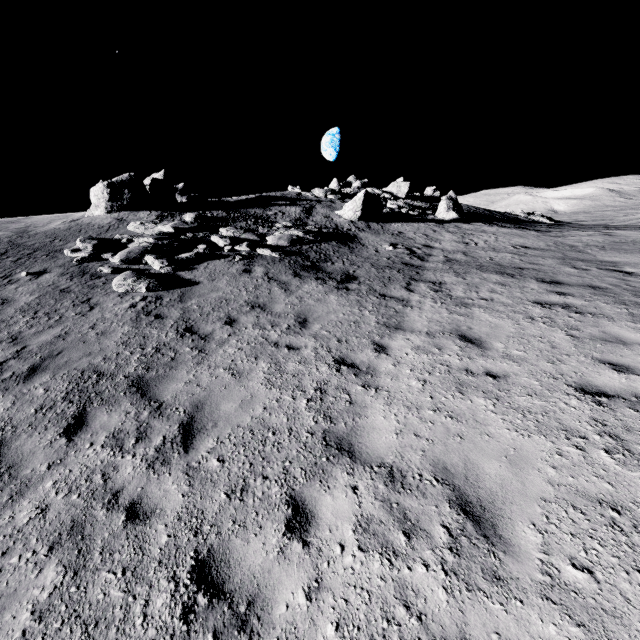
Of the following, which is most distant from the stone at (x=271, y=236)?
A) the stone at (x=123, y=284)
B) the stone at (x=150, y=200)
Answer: the stone at (x=150, y=200)

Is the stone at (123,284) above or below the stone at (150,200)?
below

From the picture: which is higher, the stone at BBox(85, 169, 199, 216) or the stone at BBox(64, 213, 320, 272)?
the stone at BBox(85, 169, 199, 216)

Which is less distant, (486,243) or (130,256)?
(130,256)

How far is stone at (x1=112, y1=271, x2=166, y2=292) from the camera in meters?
10.3

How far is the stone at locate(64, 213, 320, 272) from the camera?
12.7 meters

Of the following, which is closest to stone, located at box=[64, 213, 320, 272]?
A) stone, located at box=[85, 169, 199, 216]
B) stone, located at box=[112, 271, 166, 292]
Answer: stone, located at box=[112, 271, 166, 292]

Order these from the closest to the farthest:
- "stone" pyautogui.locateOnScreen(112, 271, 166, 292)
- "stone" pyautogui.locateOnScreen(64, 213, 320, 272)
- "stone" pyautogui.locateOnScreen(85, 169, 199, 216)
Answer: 1. "stone" pyautogui.locateOnScreen(112, 271, 166, 292)
2. "stone" pyautogui.locateOnScreen(64, 213, 320, 272)
3. "stone" pyautogui.locateOnScreen(85, 169, 199, 216)
